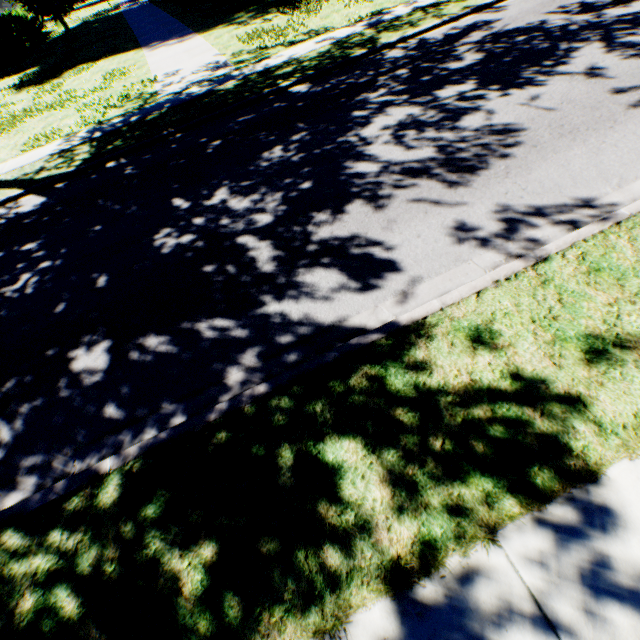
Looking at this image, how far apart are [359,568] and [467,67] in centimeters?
997cm
